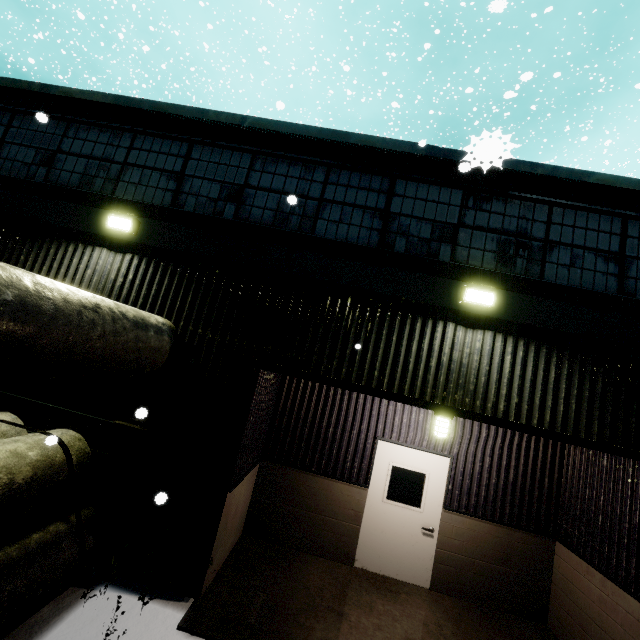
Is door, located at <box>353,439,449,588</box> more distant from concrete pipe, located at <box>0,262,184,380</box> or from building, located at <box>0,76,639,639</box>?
concrete pipe, located at <box>0,262,184,380</box>

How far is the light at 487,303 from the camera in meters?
4.9

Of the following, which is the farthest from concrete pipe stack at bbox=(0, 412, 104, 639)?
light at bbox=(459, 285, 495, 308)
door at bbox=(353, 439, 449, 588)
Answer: light at bbox=(459, 285, 495, 308)

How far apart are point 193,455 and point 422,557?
4.9m

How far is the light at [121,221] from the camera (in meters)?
5.54

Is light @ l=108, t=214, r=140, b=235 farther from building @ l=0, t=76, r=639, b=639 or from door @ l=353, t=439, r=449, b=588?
door @ l=353, t=439, r=449, b=588

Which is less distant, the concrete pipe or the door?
the concrete pipe

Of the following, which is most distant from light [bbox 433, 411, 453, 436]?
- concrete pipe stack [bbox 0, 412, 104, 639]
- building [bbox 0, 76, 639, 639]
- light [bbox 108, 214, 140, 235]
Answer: light [bbox 108, 214, 140, 235]
